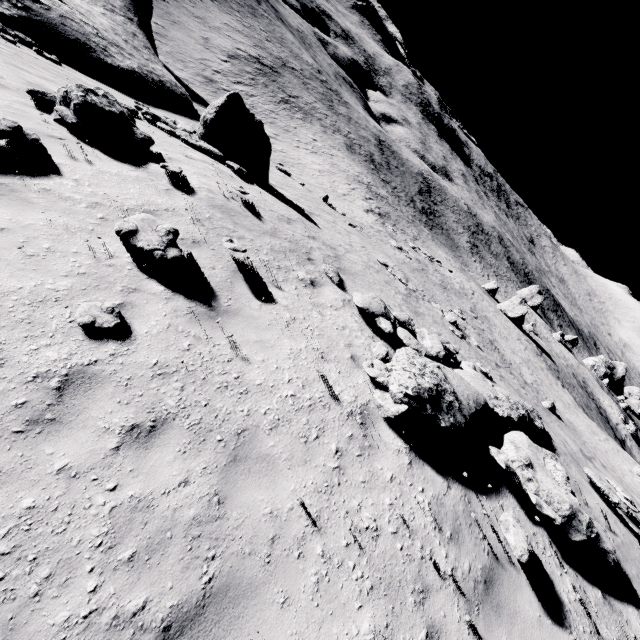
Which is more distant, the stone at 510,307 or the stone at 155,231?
the stone at 510,307

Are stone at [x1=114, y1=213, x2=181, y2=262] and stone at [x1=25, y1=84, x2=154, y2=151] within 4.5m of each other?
yes

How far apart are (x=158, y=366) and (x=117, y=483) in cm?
148

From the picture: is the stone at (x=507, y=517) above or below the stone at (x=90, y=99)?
above

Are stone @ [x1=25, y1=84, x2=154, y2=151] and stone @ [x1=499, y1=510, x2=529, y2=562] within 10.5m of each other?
no

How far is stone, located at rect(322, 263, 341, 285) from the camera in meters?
9.1

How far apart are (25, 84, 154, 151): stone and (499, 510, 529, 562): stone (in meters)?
11.04

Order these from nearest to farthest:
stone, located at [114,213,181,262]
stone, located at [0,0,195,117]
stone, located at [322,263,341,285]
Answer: stone, located at [114,213,181,262]
stone, located at [322,263,341,285]
stone, located at [0,0,195,117]
